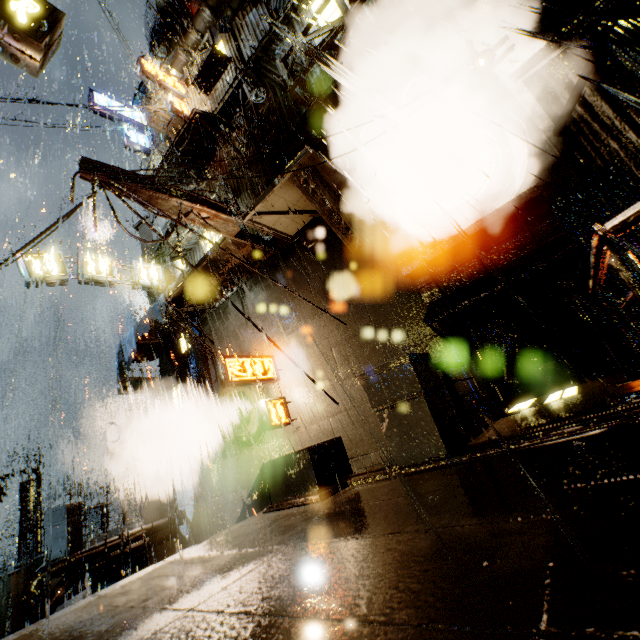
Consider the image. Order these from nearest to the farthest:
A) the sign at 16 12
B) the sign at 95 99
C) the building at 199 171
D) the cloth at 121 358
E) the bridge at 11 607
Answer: the sign at 16 12, the bridge at 11 607, the cloth at 121 358, the building at 199 171, the sign at 95 99

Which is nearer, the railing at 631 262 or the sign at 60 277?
the railing at 631 262

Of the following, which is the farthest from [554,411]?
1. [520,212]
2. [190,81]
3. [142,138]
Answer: [142,138]

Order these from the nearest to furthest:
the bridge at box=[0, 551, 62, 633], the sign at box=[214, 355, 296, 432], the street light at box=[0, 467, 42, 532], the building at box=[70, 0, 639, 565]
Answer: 1. the building at box=[70, 0, 639, 565]
2. the sign at box=[214, 355, 296, 432]
3. the bridge at box=[0, 551, 62, 633]
4. the street light at box=[0, 467, 42, 532]

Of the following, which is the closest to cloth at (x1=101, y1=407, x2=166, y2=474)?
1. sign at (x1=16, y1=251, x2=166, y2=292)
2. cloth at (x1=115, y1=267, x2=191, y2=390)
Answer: cloth at (x1=115, y1=267, x2=191, y2=390)

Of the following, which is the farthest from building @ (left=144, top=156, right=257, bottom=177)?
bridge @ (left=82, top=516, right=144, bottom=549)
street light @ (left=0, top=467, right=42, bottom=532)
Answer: street light @ (left=0, top=467, right=42, bottom=532)

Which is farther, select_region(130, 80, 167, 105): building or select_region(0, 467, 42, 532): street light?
select_region(0, 467, 42, 532): street light
